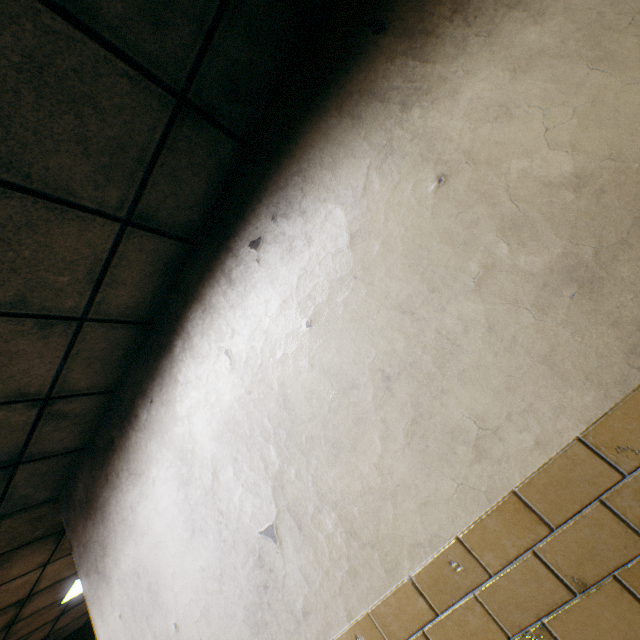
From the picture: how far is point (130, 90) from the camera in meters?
1.4 m

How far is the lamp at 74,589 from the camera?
4.2m

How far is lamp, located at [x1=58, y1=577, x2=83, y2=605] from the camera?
4.18m
